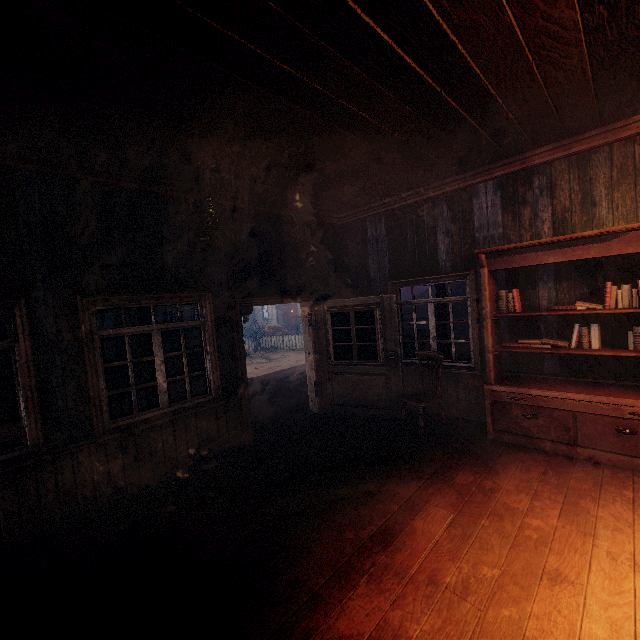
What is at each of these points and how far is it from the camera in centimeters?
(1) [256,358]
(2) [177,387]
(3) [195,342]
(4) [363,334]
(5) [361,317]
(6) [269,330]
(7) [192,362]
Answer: (1) z, 1947cm
(2) z, 1382cm
(3) instancedfoliageactor, 1703cm
(4) building, 672cm
(5) building, 671cm
(6) instancedfoliageactor, 2425cm
(7) instancedfoliageactor, 1605cm

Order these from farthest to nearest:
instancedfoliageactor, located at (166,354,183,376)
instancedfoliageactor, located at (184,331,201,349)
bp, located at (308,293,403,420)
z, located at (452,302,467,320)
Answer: z, located at (452,302,467,320), instancedfoliageactor, located at (184,331,201,349), instancedfoliageactor, located at (166,354,183,376), bp, located at (308,293,403,420)

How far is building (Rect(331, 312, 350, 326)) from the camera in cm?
666

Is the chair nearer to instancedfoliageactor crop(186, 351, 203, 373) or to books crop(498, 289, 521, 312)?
books crop(498, 289, 521, 312)

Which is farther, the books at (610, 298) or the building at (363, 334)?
the building at (363, 334)

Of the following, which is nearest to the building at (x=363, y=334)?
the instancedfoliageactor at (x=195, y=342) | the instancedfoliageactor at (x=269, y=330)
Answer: the instancedfoliageactor at (x=195, y=342)

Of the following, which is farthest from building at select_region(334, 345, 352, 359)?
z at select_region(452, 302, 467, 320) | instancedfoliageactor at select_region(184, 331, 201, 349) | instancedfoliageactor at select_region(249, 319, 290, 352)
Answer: instancedfoliageactor at select_region(249, 319, 290, 352)

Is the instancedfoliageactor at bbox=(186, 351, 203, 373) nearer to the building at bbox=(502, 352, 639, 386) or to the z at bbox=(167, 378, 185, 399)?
the z at bbox=(167, 378, 185, 399)
